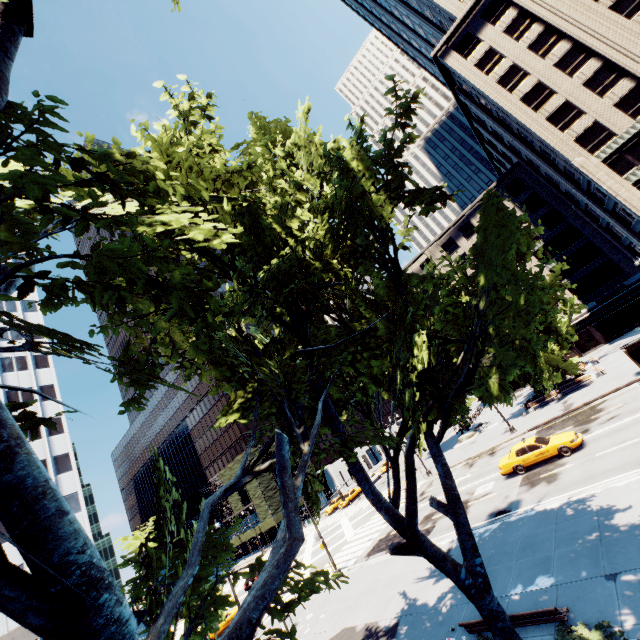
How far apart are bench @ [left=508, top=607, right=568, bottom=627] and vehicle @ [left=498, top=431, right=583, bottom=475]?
13.21m

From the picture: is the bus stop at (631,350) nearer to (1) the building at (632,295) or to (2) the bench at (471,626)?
(1) the building at (632,295)

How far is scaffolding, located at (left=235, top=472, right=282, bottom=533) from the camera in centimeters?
5438cm

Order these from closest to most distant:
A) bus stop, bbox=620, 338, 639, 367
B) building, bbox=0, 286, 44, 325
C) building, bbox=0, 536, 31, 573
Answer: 1. bus stop, bbox=620, 338, 639, 367
2. building, bbox=0, 536, 31, 573
3. building, bbox=0, 286, 44, 325

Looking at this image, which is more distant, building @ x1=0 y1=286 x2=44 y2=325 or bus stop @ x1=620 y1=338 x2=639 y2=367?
building @ x1=0 y1=286 x2=44 y2=325

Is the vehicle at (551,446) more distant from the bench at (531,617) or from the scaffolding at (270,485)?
the scaffolding at (270,485)

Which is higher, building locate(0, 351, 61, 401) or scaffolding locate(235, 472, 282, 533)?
building locate(0, 351, 61, 401)

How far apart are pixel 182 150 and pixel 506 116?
50.9 meters
